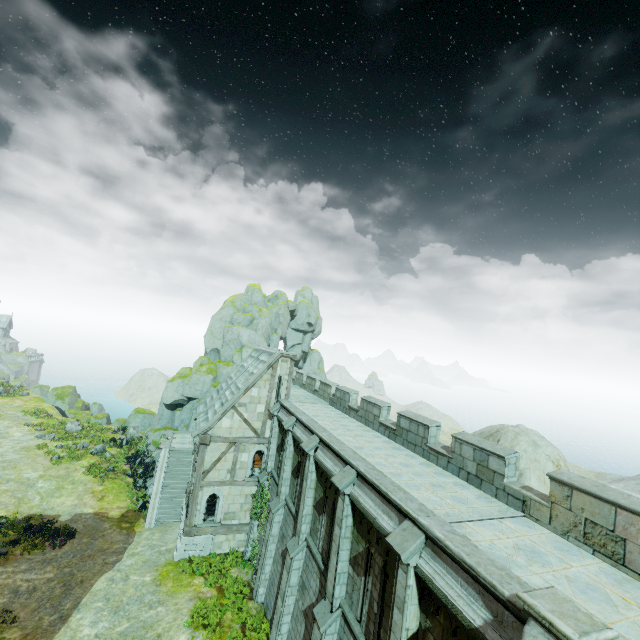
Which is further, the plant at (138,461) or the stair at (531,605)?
the plant at (138,461)

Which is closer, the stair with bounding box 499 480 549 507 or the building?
the stair with bounding box 499 480 549 507

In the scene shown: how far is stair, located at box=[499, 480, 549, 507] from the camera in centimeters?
898cm

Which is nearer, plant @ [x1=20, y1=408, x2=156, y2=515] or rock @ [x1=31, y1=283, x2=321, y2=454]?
plant @ [x1=20, y1=408, x2=156, y2=515]

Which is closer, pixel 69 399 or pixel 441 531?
pixel 441 531

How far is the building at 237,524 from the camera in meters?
20.3

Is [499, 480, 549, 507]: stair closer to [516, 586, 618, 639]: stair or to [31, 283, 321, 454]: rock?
[516, 586, 618, 639]: stair

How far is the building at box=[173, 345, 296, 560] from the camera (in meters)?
20.27
